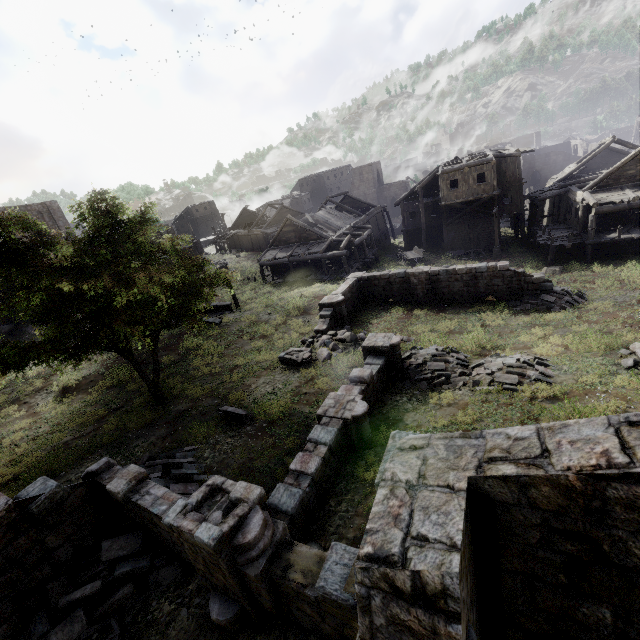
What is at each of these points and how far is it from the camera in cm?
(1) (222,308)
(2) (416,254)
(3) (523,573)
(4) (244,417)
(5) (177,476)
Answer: (1) building, 2752
(2) cart, 3406
(3) building, 295
(4) building, 1321
(5) rubble, 1053

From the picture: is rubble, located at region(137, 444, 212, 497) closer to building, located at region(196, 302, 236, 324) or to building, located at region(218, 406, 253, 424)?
building, located at region(218, 406, 253, 424)

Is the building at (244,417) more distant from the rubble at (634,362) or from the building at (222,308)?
the building at (222,308)

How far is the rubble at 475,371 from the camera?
11.98m

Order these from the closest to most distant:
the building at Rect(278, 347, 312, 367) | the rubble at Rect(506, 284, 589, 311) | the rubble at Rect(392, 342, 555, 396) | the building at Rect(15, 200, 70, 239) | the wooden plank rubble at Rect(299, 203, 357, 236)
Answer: the rubble at Rect(392, 342, 555, 396), the building at Rect(278, 347, 312, 367), the rubble at Rect(506, 284, 589, 311), the wooden plank rubble at Rect(299, 203, 357, 236), the building at Rect(15, 200, 70, 239)

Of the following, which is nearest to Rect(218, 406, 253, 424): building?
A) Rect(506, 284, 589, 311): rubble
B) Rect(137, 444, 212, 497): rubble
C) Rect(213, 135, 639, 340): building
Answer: Rect(137, 444, 212, 497): rubble

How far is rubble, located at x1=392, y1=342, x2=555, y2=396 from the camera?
11.98m

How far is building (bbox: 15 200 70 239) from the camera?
36.1m
